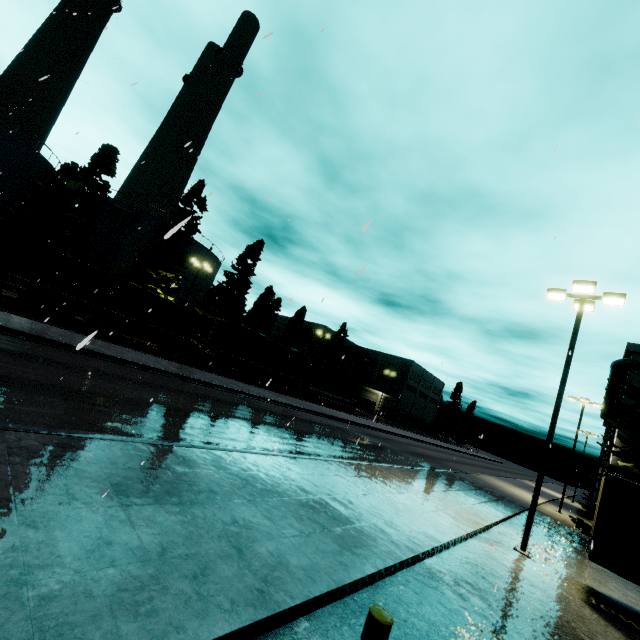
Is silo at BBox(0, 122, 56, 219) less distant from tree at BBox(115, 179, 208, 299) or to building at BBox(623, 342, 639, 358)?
tree at BBox(115, 179, 208, 299)

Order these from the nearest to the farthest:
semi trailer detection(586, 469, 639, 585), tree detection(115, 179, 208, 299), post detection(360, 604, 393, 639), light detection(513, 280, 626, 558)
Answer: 1. post detection(360, 604, 393, 639)
2. semi trailer detection(586, 469, 639, 585)
3. light detection(513, 280, 626, 558)
4. tree detection(115, 179, 208, 299)

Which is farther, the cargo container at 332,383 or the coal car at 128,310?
the cargo container at 332,383

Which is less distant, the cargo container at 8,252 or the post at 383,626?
the post at 383,626

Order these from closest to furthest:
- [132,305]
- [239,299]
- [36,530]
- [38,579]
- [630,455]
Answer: [38,579] < [36,530] < [630,455] < [132,305] < [239,299]

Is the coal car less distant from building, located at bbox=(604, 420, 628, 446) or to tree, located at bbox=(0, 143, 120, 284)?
tree, located at bbox=(0, 143, 120, 284)

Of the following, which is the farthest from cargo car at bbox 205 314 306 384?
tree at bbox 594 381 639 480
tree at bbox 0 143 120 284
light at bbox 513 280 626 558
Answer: light at bbox 513 280 626 558

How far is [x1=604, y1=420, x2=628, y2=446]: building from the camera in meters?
26.9
